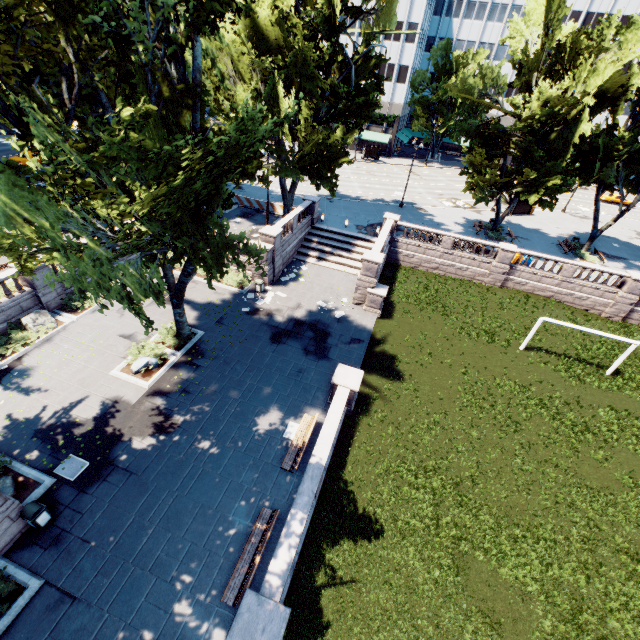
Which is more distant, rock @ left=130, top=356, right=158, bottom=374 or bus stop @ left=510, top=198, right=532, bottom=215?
bus stop @ left=510, top=198, right=532, bottom=215

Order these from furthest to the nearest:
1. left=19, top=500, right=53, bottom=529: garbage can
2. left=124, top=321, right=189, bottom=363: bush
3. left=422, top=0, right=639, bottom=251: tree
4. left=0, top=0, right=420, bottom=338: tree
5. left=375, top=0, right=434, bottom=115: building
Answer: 1. left=375, top=0, right=434, bottom=115: building
2. left=422, top=0, right=639, bottom=251: tree
3. left=124, top=321, right=189, bottom=363: bush
4. left=19, top=500, right=53, bottom=529: garbage can
5. left=0, top=0, right=420, bottom=338: tree

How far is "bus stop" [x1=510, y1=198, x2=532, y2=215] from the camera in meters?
41.7

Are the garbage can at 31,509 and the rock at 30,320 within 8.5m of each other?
no

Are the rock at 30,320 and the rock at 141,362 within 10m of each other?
yes

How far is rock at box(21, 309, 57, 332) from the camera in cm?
1830

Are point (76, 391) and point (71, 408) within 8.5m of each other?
yes

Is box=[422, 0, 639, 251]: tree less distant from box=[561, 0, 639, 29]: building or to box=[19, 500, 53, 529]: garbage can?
box=[561, 0, 639, 29]: building
